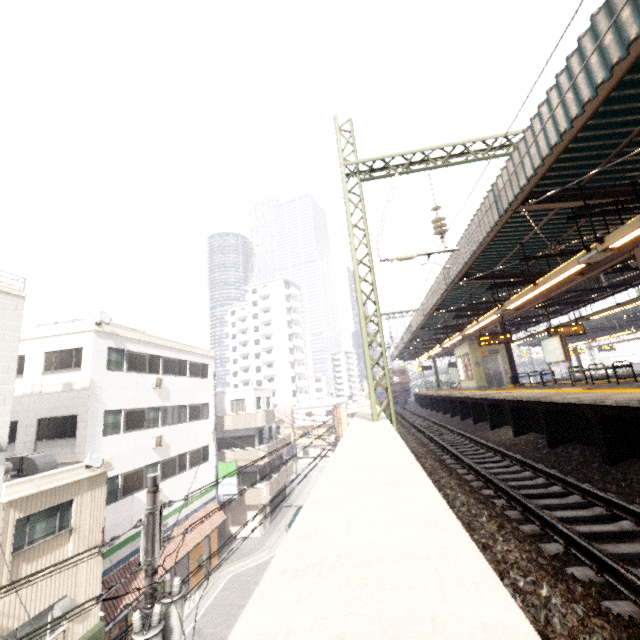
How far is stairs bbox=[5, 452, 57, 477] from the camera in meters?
11.2 m

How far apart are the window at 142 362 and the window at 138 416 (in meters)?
1.72

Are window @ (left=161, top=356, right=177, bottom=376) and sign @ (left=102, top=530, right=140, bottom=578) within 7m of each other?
no

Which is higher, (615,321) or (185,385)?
(615,321)

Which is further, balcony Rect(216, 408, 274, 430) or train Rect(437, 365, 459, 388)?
train Rect(437, 365, 459, 388)

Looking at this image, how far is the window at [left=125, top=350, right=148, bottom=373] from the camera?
16.72m

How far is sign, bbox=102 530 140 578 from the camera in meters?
13.9 m

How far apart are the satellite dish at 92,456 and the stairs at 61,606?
4.0 meters
